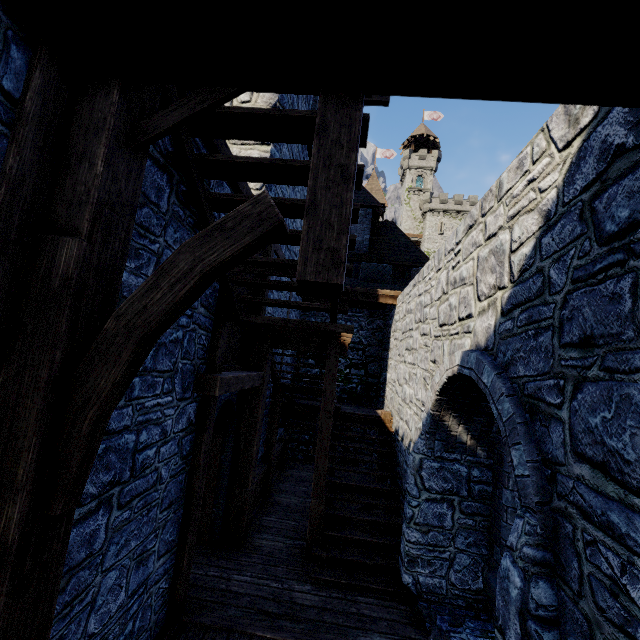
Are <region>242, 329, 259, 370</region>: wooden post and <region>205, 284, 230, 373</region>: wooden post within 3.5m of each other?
yes

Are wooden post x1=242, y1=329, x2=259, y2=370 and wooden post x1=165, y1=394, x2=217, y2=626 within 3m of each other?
yes

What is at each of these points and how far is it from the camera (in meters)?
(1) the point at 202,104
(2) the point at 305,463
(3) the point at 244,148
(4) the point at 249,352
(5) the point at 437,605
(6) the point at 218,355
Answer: (1) stairs, 2.01
(2) building tower, 11.23
(3) building, 7.10
(4) wooden post, 6.45
(5) building tower, 5.00
(6) wooden post, 4.45

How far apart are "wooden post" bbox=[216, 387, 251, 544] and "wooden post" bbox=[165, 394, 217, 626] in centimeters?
172cm

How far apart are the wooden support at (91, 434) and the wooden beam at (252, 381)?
2.25m

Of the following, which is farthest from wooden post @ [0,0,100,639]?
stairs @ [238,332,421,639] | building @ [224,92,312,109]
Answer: stairs @ [238,332,421,639]

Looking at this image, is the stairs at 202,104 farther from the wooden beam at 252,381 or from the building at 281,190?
the building at 281,190

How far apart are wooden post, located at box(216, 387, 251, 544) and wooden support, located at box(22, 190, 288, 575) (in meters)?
4.56
